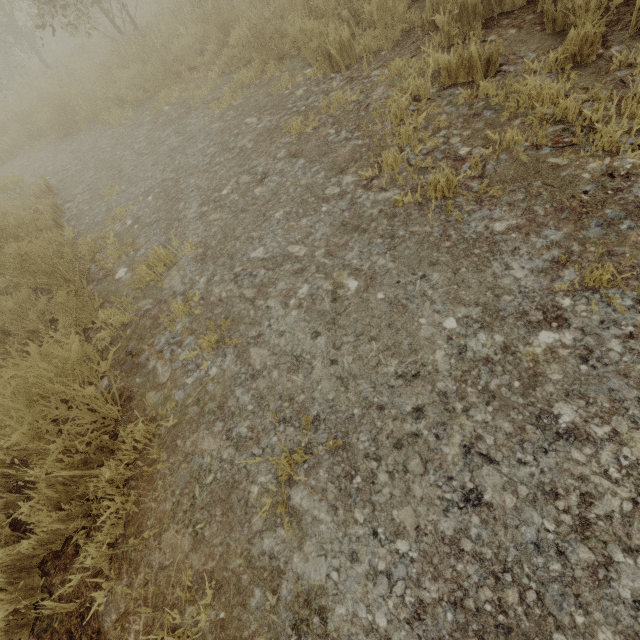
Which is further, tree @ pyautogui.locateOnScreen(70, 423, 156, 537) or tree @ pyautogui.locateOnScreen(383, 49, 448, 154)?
tree @ pyautogui.locateOnScreen(383, 49, 448, 154)

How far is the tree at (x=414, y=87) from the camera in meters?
2.9

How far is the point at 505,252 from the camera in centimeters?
202cm

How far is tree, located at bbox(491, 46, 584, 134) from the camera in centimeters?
242cm

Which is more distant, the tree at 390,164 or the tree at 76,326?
the tree at 390,164
